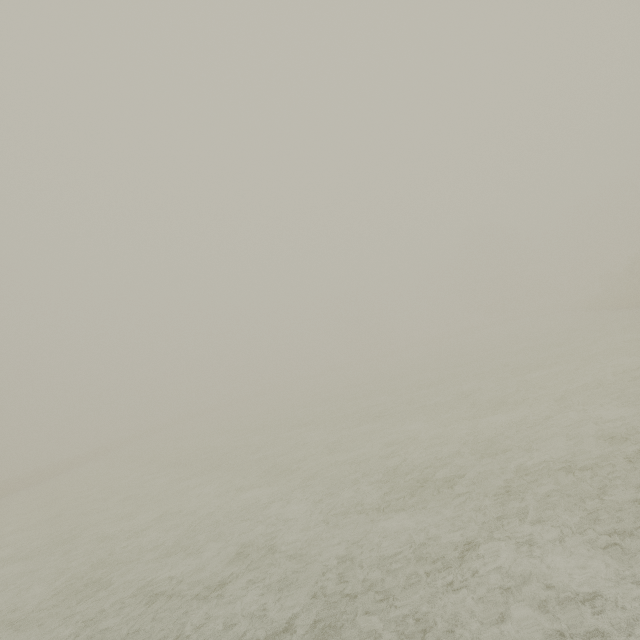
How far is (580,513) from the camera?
4.6 meters
